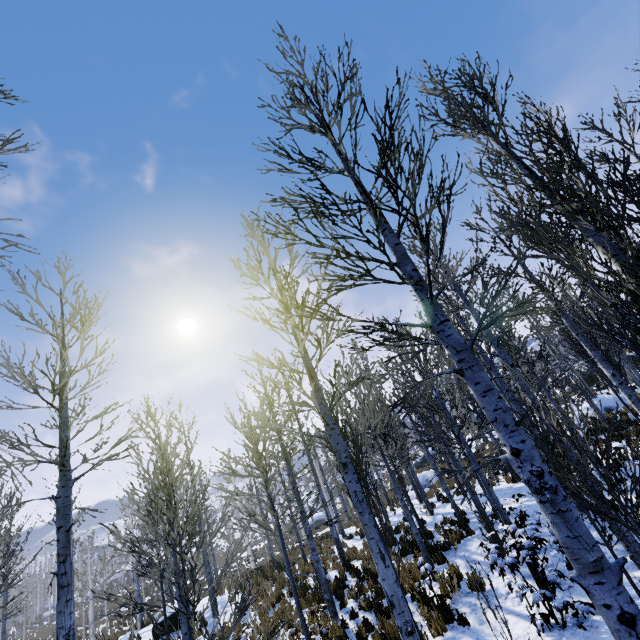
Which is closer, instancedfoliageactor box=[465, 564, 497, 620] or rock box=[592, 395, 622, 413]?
instancedfoliageactor box=[465, 564, 497, 620]

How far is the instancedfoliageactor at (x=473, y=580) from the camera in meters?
5.5 m

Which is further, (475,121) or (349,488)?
(475,121)

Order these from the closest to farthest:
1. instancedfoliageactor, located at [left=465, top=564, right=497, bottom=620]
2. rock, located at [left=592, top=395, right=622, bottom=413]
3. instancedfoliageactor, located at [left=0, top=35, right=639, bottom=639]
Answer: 1. instancedfoliageactor, located at [left=0, top=35, right=639, bottom=639]
2. instancedfoliageactor, located at [left=465, top=564, right=497, bottom=620]
3. rock, located at [left=592, top=395, right=622, bottom=413]

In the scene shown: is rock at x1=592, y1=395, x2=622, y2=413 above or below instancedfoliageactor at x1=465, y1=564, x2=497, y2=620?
above

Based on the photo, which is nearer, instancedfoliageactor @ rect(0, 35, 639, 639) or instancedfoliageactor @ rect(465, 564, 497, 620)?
instancedfoliageactor @ rect(0, 35, 639, 639)

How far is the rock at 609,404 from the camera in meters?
20.7 m
